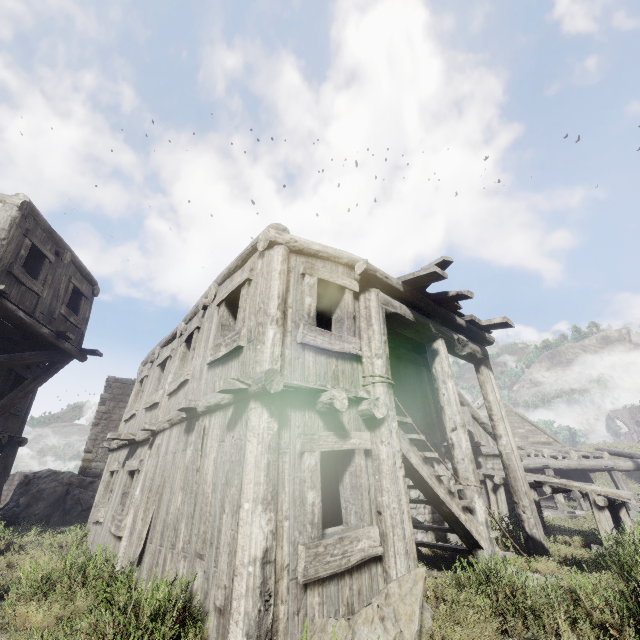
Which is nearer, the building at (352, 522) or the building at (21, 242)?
the building at (352, 522)

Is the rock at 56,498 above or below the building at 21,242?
below

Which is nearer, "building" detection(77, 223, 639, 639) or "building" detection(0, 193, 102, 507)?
"building" detection(77, 223, 639, 639)

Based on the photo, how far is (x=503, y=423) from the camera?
7.9m

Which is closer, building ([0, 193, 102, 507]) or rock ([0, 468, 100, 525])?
building ([0, 193, 102, 507])

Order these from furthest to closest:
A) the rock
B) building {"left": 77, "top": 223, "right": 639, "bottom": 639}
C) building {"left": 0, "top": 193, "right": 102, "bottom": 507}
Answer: the rock → building {"left": 0, "top": 193, "right": 102, "bottom": 507} → building {"left": 77, "top": 223, "right": 639, "bottom": 639}

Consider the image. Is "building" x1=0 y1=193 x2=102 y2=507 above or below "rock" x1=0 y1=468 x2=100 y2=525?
above
